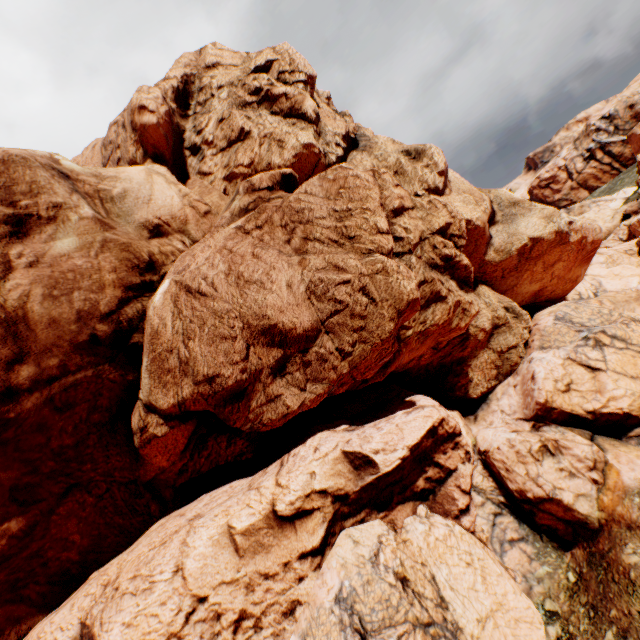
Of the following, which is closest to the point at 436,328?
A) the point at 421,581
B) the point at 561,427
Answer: the point at 561,427
